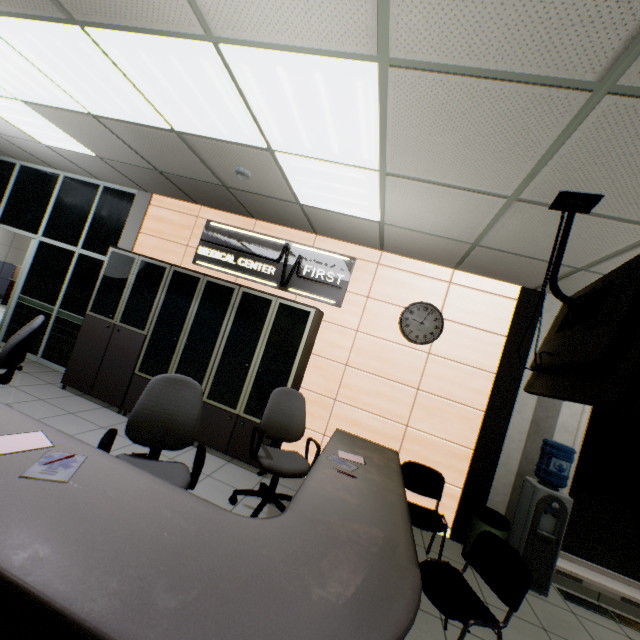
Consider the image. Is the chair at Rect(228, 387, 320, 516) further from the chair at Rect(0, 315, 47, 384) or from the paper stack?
the chair at Rect(0, 315, 47, 384)

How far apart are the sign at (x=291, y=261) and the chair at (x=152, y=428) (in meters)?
2.25

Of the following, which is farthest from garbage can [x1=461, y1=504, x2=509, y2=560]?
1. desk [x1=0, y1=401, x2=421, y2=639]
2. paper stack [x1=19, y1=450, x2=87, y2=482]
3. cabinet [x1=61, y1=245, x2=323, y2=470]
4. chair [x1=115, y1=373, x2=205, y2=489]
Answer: paper stack [x1=19, y1=450, x2=87, y2=482]

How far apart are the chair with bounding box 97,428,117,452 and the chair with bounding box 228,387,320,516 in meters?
0.6

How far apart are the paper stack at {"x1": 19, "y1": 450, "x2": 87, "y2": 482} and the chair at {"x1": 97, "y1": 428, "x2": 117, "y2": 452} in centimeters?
22cm

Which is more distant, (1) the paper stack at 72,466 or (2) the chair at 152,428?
(2) the chair at 152,428

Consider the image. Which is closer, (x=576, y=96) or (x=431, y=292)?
(x=576, y=96)

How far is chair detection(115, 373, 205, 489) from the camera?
2.3 meters
